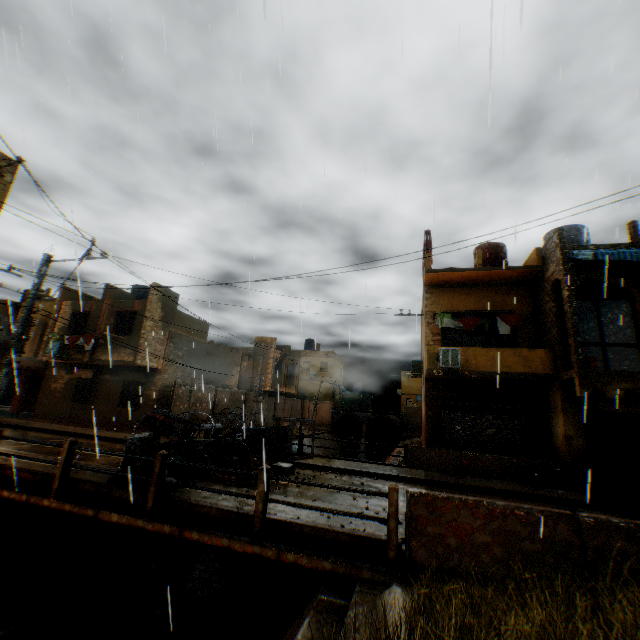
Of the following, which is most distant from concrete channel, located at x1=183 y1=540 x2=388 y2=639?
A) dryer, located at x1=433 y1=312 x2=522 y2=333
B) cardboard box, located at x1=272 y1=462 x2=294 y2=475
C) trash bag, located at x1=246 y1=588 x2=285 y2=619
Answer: dryer, located at x1=433 y1=312 x2=522 y2=333

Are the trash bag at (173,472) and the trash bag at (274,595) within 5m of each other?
yes

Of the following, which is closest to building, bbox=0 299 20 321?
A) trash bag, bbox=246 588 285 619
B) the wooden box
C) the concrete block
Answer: the concrete block

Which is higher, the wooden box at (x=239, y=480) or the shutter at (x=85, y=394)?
the shutter at (x=85, y=394)

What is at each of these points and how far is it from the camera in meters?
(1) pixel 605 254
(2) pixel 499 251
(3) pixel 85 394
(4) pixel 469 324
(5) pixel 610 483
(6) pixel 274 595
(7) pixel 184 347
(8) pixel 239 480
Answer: (1) awning, 10.7 m
(2) water tank, 17.0 m
(3) shutter, 20.2 m
(4) dryer, 14.8 m
(5) wooden gate, 11.4 m
(6) trash bag, 8.3 m
(7) building, 21.2 m
(8) wooden box, 8.4 m

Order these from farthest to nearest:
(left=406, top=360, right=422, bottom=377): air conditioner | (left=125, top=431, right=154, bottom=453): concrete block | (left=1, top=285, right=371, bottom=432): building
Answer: (left=406, top=360, right=422, bottom=377): air conditioner, (left=1, top=285, right=371, bottom=432): building, (left=125, top=431, right=154, bottom=453): concrete block

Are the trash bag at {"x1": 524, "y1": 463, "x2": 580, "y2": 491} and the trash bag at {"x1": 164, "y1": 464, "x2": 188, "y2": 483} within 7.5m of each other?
no

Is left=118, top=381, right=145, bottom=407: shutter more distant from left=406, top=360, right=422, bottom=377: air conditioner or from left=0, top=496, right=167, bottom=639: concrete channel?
left=406, top=360, right=422, bottom=377: air conditioner
